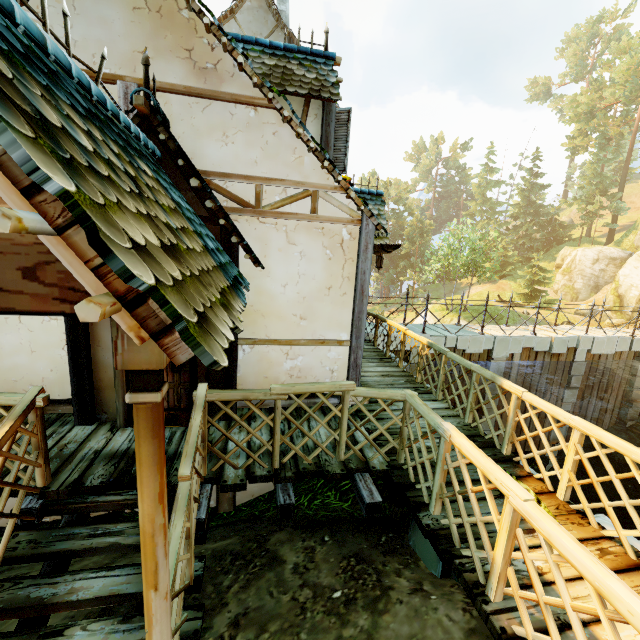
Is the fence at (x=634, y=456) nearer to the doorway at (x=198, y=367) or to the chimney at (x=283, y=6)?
the doorway at (x=198, y=367)

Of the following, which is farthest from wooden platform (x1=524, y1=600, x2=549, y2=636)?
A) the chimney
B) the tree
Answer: the chimney

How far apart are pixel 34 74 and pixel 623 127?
89.0 meters

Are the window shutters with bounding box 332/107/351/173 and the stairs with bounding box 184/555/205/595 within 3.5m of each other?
no

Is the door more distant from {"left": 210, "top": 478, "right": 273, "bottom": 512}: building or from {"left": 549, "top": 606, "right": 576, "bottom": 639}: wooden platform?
{"left": 210, "top": 478, "right": 273, "bottom": 512}: building

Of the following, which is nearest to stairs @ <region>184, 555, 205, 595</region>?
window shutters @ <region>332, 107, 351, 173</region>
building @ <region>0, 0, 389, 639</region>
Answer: building @ <region>0, 0, 389, 639</region>

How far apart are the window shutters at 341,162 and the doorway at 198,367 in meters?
3.5 m

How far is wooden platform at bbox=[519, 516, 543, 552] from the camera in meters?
3.0
